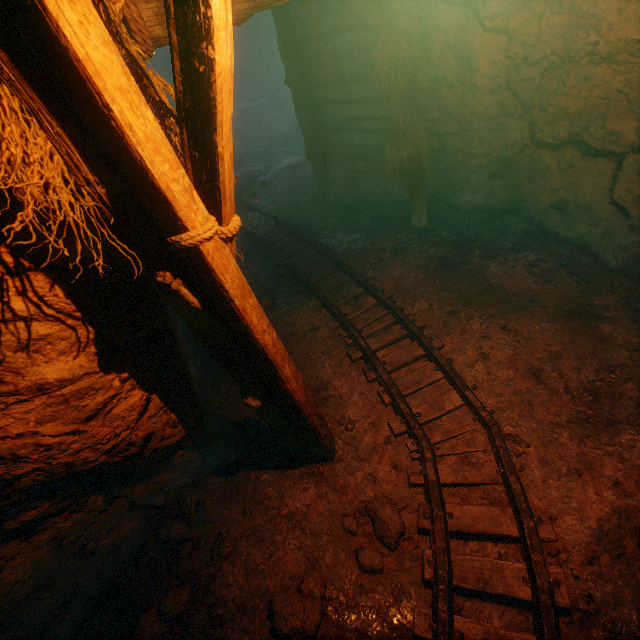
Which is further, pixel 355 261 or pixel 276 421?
pixel 355 261

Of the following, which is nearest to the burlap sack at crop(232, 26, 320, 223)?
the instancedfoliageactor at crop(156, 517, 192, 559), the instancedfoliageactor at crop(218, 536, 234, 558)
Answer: the instancedfoliageactor at crop(156, 517, 192, 559)

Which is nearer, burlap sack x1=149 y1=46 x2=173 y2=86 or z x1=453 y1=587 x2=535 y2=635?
z x1=453 y1=587 x2=535 y2=635

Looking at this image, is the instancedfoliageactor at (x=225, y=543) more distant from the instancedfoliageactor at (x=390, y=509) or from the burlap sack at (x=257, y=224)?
the burlap sack at (x=257, y=224)

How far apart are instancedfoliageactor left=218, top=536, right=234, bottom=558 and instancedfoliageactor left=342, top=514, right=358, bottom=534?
1.27m

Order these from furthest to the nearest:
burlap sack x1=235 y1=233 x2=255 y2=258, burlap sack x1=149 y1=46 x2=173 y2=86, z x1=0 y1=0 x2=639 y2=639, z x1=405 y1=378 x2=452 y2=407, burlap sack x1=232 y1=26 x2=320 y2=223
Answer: burlap sack x1=149 y1=46 x2=173 y2=86
burlap sack x1=232 y1=26 x2=320 y2=223
burlap sack x1=235 y1=233 x2=255 y2=258
z x1=405 y1=378 x2=452 y2=407
z x1=0 y1=0 x2=639 y2=639

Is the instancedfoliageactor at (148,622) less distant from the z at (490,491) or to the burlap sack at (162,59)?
the z at (490,491)

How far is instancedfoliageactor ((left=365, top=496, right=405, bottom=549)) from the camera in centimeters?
297cm
